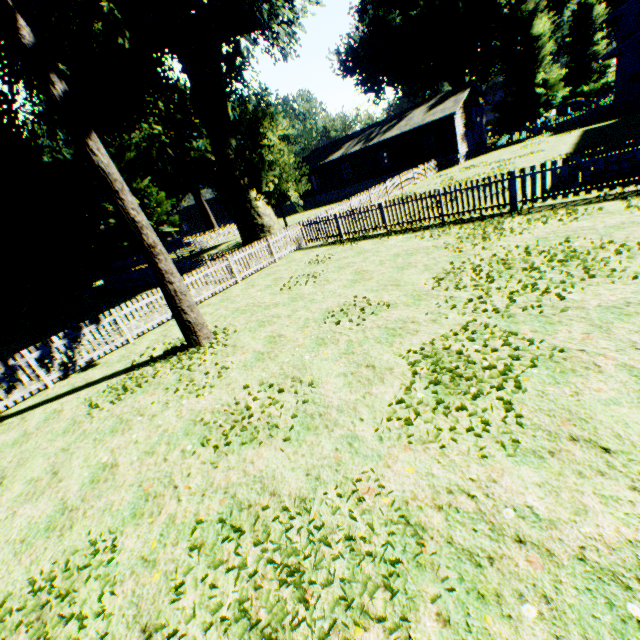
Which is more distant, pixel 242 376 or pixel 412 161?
pixel 412 161

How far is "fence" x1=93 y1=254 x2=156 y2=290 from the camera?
22.88m

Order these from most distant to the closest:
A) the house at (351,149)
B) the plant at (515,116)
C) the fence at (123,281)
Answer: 1. the plant at (515,116)
2. the house at (351,149)
3. the fence at (123,281)

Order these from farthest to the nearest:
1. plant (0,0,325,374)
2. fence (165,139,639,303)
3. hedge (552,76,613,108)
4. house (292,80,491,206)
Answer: hedge (552,76,613,108) < house (292,80,491,206) < fence (165,139,639,303) < plant (0,0,325,374)

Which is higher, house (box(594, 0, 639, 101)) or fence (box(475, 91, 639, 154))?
house (box(594, 0, 639, 101))

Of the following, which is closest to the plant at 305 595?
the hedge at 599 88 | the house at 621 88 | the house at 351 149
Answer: the house at 351 149

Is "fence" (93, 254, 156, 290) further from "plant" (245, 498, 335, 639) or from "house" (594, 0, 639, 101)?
"house" (594, 0, 639, 101)

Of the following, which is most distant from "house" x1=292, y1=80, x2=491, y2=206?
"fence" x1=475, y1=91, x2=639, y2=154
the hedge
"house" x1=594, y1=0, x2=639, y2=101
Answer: the hedge
